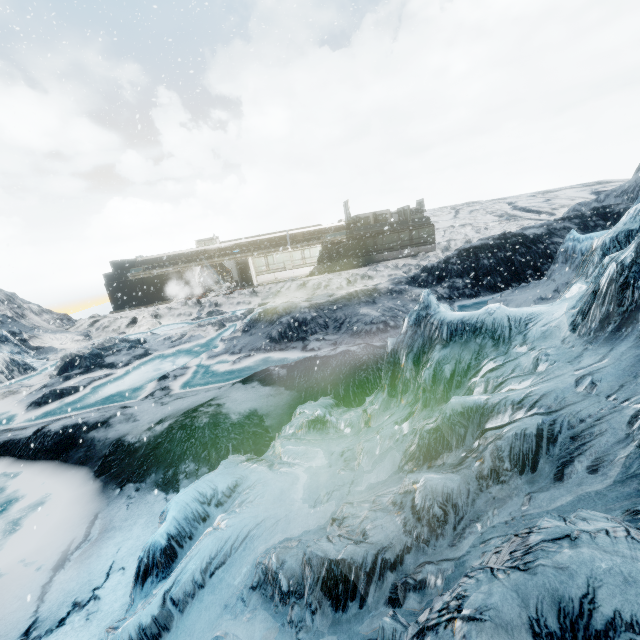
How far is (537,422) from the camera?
2.66m
